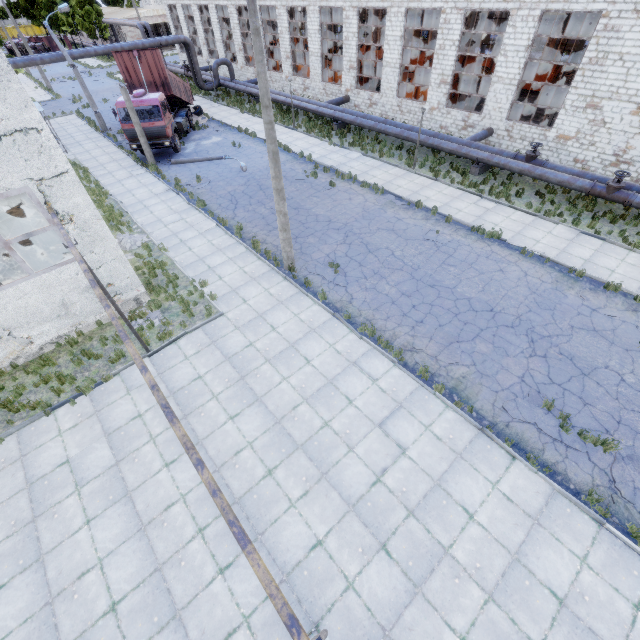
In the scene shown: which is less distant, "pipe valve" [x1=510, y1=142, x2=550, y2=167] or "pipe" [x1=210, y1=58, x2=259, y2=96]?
"pipe valve" [x1=510, y1=142, x2=550, y2=167]

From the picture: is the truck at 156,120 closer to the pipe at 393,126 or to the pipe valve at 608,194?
the pipe at 393,126

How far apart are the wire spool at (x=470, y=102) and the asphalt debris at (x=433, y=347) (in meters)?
21.90

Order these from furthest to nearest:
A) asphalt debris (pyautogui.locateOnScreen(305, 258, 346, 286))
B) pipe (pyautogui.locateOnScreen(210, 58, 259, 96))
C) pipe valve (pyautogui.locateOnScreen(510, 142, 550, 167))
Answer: pipe (pyautogui.locateOnScreen(210, 58, 259, 96))
pipe valve (pyautogui.locateOnScreen(510, 142, 550, 167))
asphalt debris (pyautogui.locateOnScreen(305, 258, 346, 286))

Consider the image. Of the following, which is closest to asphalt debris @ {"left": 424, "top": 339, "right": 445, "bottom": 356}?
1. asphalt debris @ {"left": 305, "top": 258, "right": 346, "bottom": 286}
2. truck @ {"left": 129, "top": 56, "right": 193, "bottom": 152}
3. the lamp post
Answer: asphalt debris @ {"left": 305, "top": 258, "right": 346, "bottom": 286}

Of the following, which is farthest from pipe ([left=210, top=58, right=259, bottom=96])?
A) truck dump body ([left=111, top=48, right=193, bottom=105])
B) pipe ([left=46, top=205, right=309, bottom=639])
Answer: pipe ([left=46, top=205, right=309, bottom=639])

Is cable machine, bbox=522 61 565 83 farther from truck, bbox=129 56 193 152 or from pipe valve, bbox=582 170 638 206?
truck, bbox=129 56 193 152

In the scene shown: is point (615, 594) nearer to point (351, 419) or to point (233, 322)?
point (351, 419)
